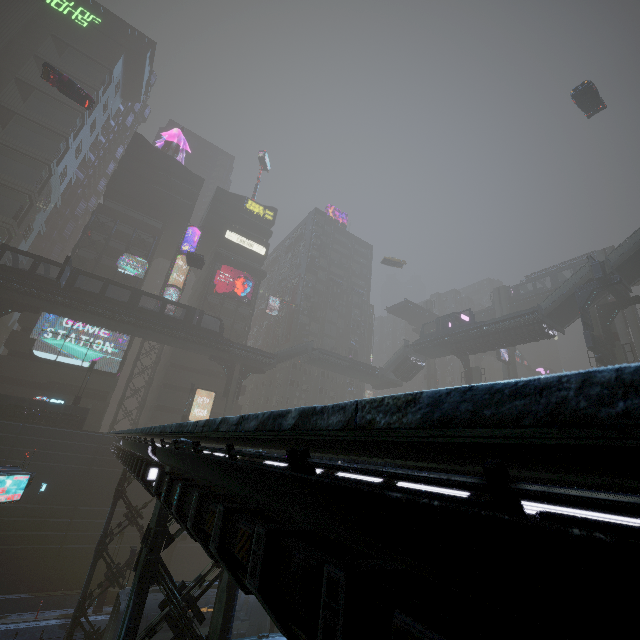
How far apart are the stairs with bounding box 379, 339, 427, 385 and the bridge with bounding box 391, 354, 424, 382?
0.00m

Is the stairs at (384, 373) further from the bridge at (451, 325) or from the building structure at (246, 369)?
the building structure at (246, 369)

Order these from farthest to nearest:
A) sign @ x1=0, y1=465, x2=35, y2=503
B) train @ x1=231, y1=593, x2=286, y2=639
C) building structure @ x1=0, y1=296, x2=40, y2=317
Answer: building structure @ x1=0, y1=296, x2=40, y2=317, sign @ x1=0, y1=465, x2=35, y2=503, train @ x1=231, y1=593, x2=286, y2=639

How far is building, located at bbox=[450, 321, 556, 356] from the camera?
35.8m

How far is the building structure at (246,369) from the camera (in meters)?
42.65

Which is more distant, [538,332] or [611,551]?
[538,332]

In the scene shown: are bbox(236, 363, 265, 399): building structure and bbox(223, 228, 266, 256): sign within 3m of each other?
no

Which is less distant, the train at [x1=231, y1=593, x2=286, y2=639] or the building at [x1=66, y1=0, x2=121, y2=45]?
the train at [x1=231, y1=593, x2=286, y2=639]
